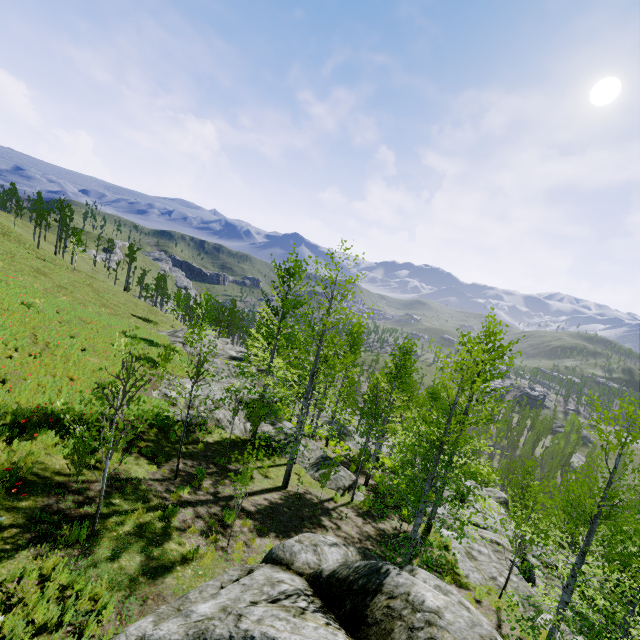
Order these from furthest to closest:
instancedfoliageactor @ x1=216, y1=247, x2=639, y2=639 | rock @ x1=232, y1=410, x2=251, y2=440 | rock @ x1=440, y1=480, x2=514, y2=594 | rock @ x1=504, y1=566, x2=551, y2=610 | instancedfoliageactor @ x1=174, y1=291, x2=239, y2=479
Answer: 1. rock @ x1=232, y1=410, x2=251, y2=440
2. rock @ x1=440, y1=480, x2=514, y2=594
3. rock @ x1=504, y1=566, x2=551, y2=610
4. instancedfoliageactor @ x1=174, y1=291, x2=239, y2=479
5. instancedfoliageactor @ x1=216, y1=247, x2=639, y2=639

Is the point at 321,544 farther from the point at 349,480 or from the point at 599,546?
the point at 349,480

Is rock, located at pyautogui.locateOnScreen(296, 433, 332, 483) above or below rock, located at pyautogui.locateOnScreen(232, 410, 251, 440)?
below

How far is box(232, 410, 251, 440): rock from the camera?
18.58m

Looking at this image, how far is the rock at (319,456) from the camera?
17.5m

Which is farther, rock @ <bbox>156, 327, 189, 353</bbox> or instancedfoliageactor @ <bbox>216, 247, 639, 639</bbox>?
rock @ <bbox>156, 327, 189, 353</bbox>

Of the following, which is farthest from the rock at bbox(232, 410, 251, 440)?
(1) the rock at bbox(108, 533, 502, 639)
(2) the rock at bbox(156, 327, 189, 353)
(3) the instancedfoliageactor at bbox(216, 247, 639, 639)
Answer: (3) the instancedfoliageactor at bbox(216, 247, 639, 639)

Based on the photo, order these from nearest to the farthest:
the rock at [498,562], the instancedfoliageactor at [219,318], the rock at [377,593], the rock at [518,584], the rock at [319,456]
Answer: the rock at [377,593], the instancedfoliageactor at [219,318], the rock at [518,584], the rock at [498,562], the rock at [319,456]
